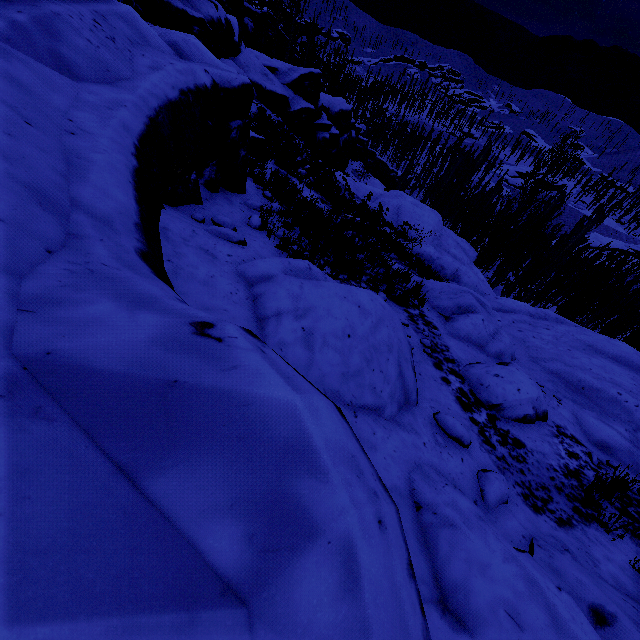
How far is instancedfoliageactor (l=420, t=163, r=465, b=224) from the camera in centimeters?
4010cm

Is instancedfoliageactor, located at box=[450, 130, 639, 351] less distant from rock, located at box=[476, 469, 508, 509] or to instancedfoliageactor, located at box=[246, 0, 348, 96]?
instancedfoliageactor, located at box=[246, 0, 348, 96]

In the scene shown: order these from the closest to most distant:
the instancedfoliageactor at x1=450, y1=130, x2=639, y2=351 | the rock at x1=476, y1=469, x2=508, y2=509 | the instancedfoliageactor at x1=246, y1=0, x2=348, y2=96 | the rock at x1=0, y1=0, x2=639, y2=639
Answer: the rock at x1=0, y1=0, x2=639, y2=639 < the rock at x1=476, y1=469, x2=508, y2=509 < the instancedfoliageactor at x1=450, y1=130, x2=639, y2=351 < the instancedfoliageactor at x1=246, y1=0, x2=348, y2=96

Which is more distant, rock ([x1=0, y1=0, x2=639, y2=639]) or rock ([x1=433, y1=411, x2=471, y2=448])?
rock ([x1=433, y1=411, x2=471, y2=448])

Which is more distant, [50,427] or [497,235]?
[497,235]

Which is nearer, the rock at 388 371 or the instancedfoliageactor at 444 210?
the rock at 388 371

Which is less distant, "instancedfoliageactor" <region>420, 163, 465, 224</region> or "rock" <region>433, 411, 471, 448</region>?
"rock" <region>433, 411, 471, 448</region>

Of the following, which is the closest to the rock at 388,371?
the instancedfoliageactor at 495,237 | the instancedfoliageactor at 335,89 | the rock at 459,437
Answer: the instancedfoliageactor at 495,237
